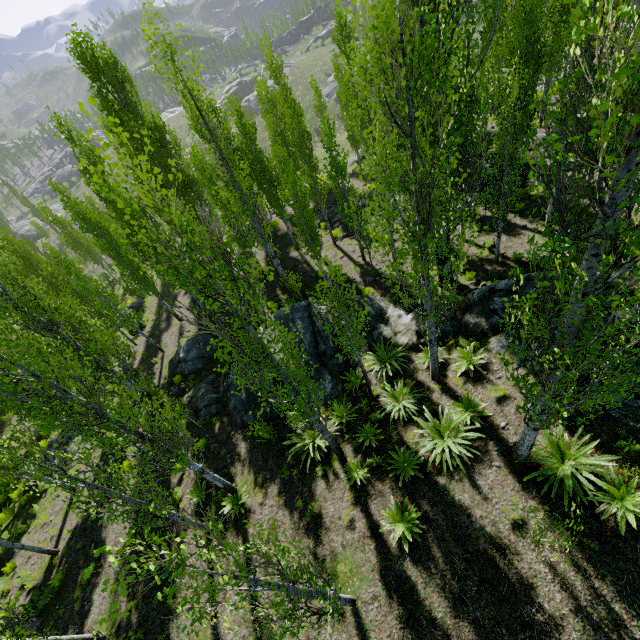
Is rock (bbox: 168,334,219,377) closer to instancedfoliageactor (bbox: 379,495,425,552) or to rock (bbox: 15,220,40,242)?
instancedfoliageactor (bbox: 379,495,425,552)

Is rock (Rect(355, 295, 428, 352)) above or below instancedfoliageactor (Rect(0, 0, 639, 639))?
below

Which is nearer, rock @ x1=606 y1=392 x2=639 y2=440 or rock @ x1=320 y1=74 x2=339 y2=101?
rock @ x1=606 y1=392 x2=639 y2=440

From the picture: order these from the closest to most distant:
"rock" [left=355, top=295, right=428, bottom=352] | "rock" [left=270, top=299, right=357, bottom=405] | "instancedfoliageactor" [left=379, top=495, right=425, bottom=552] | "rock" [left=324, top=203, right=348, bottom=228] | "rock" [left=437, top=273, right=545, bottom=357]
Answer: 1. "instancedfoliageactor" [left=379, top=495, right=425, bottom=552]
2. "rock" [left=437, top=273, right=545, bottom=357]
3. "rock" [left=355, top=295, right=428, bottom=352]
4. "rock" [left=270, top=299, right=357, bottom=405]
5. "rock" [left=324, top=203, right=348, bottom=228]

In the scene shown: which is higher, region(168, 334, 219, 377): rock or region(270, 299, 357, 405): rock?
region(270, 299, 357, 405): rock

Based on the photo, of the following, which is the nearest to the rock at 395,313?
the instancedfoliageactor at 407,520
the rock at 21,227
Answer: the instancedfoliageactor at 407,520

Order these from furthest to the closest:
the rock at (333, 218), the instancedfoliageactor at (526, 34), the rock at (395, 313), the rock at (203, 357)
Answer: the rock at (333, 218), the rock at (203, 357), the rock at (395, 313), the instancedfoliageactor at (526, 34)

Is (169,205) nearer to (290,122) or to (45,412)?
(290,122)
